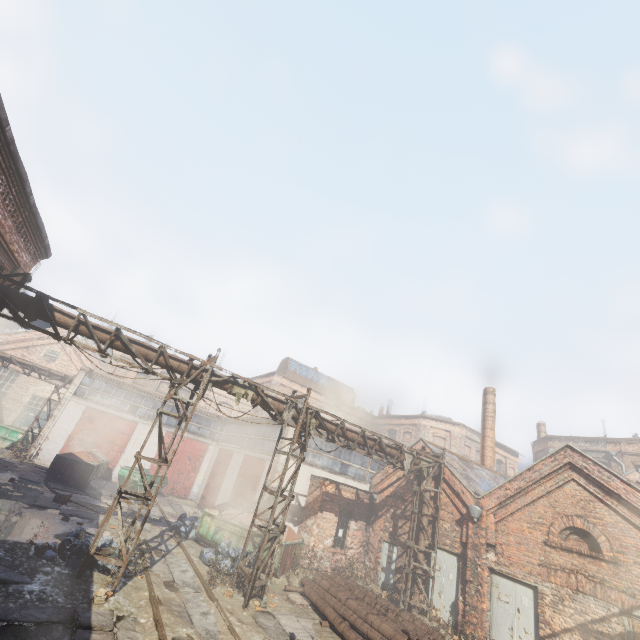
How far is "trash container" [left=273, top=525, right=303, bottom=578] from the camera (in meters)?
13.32

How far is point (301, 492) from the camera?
17.8m

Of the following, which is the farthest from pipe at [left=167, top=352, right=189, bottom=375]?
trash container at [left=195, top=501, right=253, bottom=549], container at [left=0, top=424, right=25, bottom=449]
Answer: container at [left=0, top=424, right=25, bottom=449]

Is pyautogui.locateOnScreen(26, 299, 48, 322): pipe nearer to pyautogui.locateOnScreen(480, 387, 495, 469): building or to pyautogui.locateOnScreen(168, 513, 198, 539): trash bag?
pyautogui.locateOnScreen(480, 387, 495, 469): building

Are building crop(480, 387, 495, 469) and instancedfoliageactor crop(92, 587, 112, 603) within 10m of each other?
no

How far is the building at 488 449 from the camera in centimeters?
2078cm

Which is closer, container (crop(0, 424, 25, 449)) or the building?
the building

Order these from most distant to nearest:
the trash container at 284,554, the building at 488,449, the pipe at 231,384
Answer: the building at 488,449 < the trash container at 284,554 < the pipe at 231,384
